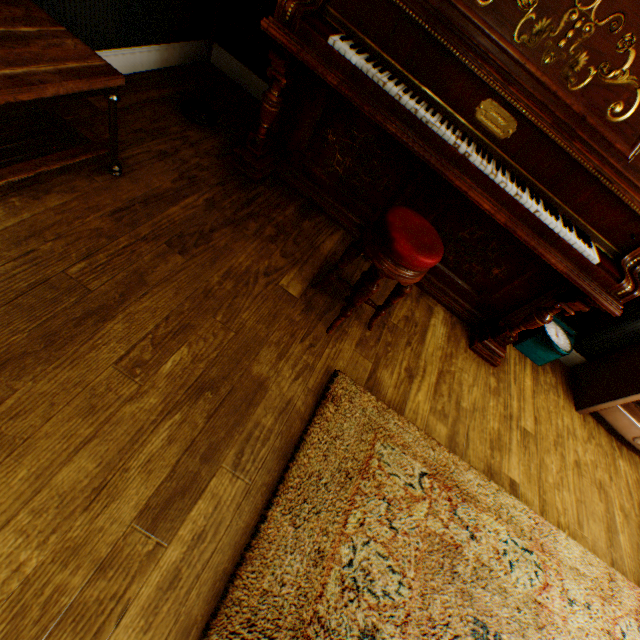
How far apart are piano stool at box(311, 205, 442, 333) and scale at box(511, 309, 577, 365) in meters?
1.6

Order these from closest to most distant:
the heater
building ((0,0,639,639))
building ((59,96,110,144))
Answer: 1. building ((0,0,639,639))
2. building ((59,96,110,144))
3. the heater

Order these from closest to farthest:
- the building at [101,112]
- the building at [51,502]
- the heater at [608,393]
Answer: the building at [51,502]
the building at [101,112]
the heater at [608,393]

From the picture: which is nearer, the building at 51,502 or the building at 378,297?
the building at 51,502

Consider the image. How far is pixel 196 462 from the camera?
1.3m

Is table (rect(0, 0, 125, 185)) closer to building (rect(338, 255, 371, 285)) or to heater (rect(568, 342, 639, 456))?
building (rect(338, 255, 371, 285))

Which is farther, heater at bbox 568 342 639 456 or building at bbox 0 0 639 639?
heater at bbox 568 342 639 456

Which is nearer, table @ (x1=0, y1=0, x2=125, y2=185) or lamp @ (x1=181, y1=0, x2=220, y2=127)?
table @ (x1=0, y1=0, x2=125, y2=185)
